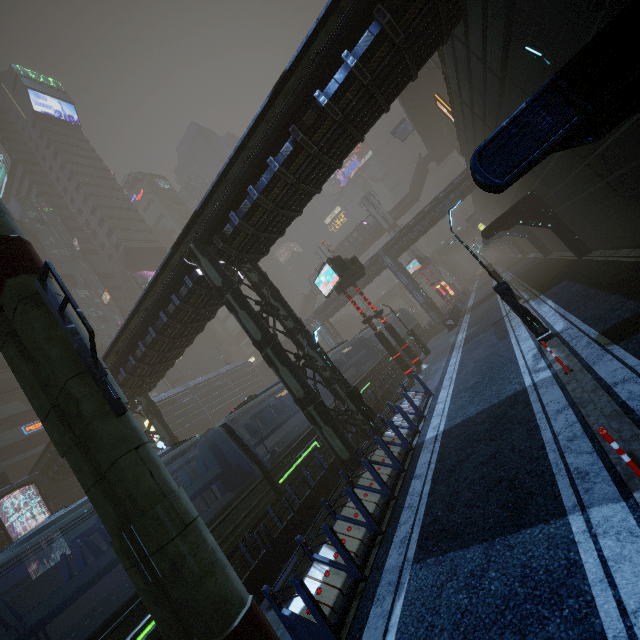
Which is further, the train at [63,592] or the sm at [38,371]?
the train at [63,592]

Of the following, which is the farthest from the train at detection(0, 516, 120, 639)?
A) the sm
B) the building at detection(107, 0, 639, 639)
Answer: the sm

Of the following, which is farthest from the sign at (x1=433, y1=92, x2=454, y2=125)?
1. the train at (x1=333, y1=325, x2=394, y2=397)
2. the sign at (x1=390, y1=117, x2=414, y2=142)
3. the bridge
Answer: the train at (x1=333, y1=325, x2=394, y2=397)

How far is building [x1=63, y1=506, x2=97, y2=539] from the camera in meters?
25.7

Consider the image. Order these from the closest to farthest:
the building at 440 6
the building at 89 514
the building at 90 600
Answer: the building at 440 6
the building at 90 600
the building at 89 514

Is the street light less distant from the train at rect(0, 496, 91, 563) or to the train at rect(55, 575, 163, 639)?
the train at rect(55, 575, 163, 639)

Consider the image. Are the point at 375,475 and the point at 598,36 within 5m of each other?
no

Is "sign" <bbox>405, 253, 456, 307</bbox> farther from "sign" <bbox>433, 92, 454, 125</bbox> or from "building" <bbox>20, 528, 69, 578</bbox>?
"sign" <bbox>433, 92, 454, 125</bbox>
